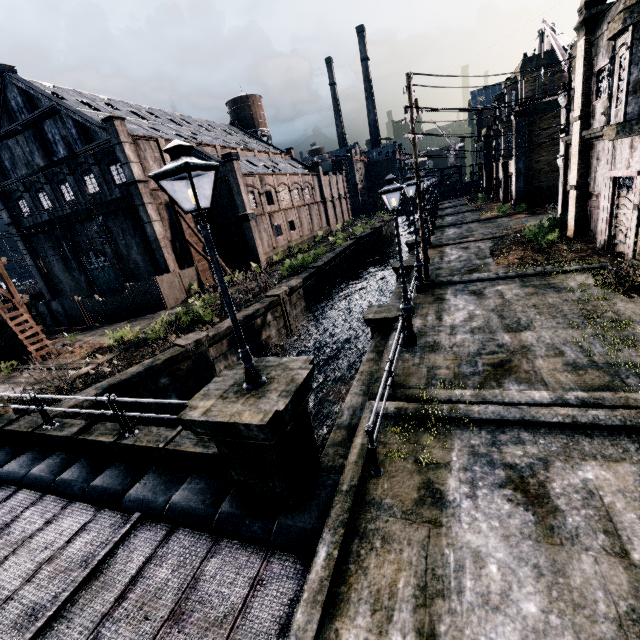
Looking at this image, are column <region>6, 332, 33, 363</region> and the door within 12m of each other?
no

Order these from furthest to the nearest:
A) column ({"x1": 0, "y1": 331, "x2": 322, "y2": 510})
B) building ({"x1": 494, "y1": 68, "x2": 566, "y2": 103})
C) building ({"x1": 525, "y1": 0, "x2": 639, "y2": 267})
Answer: building ({"x1": 494, "y1": 68, "x2": 566, "y2": 103}), building ({"x1": 525, "y1": 0, "x2": 639, "y2": 267}), column ({"x1": 0, "y1": 331, "x2": 322, "y2": 510})

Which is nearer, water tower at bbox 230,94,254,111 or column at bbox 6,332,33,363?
Result: column at bbox 6,332,33,363

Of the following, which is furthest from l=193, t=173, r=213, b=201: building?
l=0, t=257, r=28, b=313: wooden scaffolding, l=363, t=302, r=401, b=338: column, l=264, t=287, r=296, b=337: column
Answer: l=363, t=302, r=401, b=338: column

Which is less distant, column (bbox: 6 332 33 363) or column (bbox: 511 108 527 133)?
column (bbox: 6 332 33 363)

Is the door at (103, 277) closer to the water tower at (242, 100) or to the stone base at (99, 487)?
the stone base at (99, 487)

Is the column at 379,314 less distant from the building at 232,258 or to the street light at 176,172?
the street light at 176,172

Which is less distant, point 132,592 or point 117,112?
point 132,592
